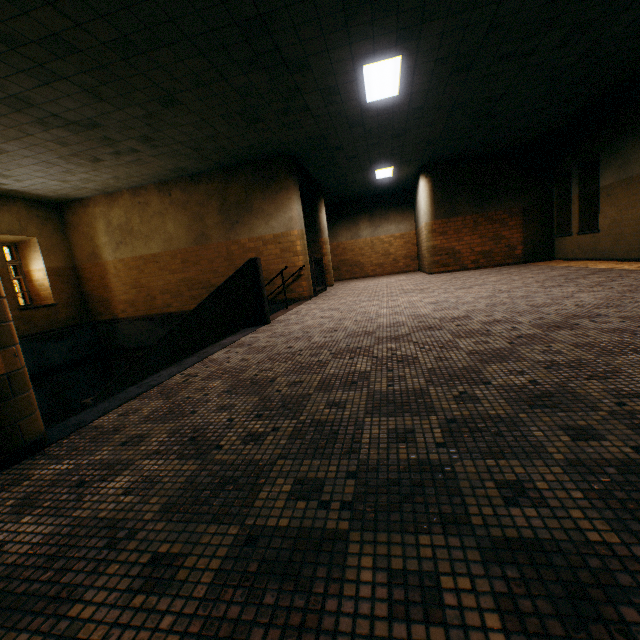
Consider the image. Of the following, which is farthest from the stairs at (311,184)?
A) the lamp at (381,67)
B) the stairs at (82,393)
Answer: the lamp at (381,67)

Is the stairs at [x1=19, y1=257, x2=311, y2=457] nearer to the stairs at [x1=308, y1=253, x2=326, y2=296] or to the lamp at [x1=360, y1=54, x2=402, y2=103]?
the stairs at [x1=308, y1=253, x2=326, y2=296]

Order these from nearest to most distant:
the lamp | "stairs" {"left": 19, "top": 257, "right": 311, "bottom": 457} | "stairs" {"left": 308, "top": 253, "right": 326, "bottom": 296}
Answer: "stairs" {"left": 19, "top": 257, "right": 311, "bottom": 457} < the lamp < "stairs" {"left": 308, "top": 253, "right": 326, "bottom": 296}

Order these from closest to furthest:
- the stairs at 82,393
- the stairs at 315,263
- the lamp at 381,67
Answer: the stairs at 82,393
the lamp at 381,67
the stairs at 315,263

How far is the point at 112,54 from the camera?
4.2m

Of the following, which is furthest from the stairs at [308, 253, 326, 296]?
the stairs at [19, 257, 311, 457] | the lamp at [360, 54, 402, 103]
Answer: the lamp at [360, 54, 402, 103]

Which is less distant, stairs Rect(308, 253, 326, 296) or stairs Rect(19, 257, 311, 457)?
stairs Rect(19, 257, 311, 457)
